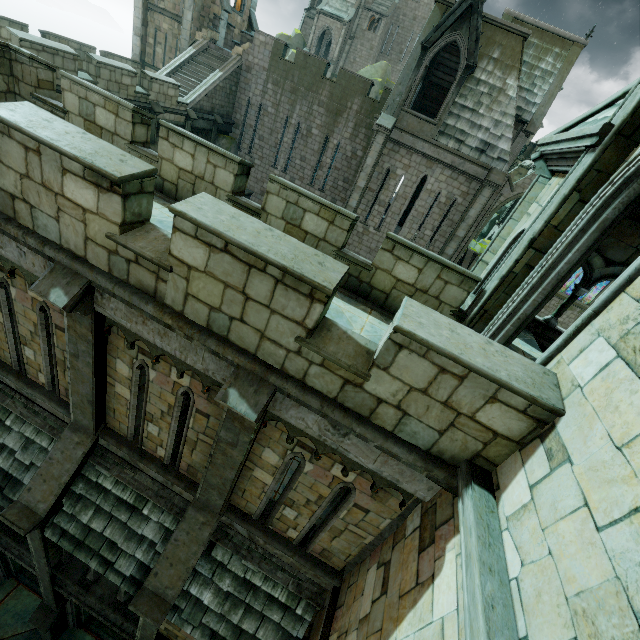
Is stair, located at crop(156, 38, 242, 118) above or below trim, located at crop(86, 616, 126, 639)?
above

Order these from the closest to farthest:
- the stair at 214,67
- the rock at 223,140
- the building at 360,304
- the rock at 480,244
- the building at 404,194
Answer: the building at 404,194, the building at 360,304, the stair at 214,67, the rock at 223,140, the rock at 480,244

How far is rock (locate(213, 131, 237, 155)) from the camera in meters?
23.2 m

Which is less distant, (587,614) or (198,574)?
(587,614)

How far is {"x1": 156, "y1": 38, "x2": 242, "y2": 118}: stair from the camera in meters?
20.7

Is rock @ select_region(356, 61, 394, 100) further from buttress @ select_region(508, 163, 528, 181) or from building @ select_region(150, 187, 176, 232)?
buttress @ select_region(508, 163, 528, 181)

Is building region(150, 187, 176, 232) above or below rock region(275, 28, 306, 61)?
below

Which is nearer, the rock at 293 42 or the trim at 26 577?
the trim at 26 577
